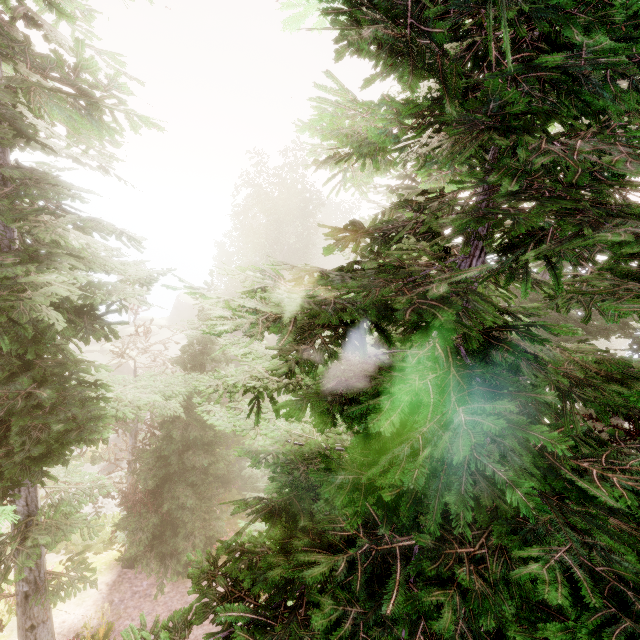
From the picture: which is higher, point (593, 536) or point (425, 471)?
point (425, 471)

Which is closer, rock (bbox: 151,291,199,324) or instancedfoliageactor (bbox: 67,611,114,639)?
instancedfoliageactor (bbox: 67,611,114,639)

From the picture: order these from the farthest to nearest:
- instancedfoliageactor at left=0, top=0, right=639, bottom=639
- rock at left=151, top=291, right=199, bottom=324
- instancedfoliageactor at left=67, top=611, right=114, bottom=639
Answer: rock at left=151, top=291, right=199, bottom=324 → instancedfoliageactor at left=67, top=611, right=114, bottom=639 → instancedfoliageactor at left=0, top=0, right=639, bottom=639

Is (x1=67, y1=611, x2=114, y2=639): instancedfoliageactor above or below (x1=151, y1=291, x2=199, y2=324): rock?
below

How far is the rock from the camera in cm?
4522

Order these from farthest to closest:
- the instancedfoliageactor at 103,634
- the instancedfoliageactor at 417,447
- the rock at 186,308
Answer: the rock at 186,308 < the instancedfoliageactor at 103,634 < the instancedfoliageactor at 417,447

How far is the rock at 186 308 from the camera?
45.22m

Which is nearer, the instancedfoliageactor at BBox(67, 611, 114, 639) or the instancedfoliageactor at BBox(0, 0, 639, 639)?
the instancedfoliageactor at BBox(0, 0, 639, 639)
